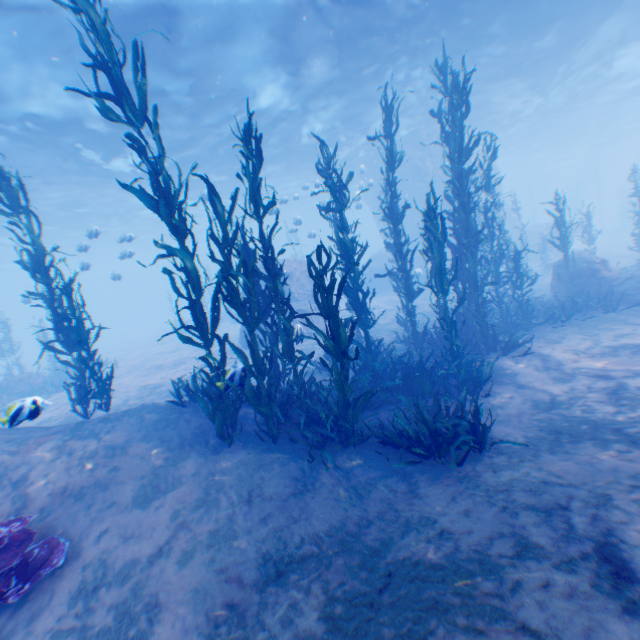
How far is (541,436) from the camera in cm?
490

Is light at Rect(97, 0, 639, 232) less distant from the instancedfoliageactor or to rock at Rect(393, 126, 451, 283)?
rock at Rect(393, 126, 451, 283)

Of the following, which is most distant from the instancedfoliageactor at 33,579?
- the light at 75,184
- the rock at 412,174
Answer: Answer: the light at 75,184

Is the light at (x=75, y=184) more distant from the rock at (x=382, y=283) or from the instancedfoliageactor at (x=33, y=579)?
the instancedfoliageactor at (x=33, y=579)

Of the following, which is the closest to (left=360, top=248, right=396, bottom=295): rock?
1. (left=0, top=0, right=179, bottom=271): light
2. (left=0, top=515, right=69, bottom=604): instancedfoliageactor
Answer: (left=0, top=0, right=179, bottom=271): light

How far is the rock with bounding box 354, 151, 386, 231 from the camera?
22.6m
